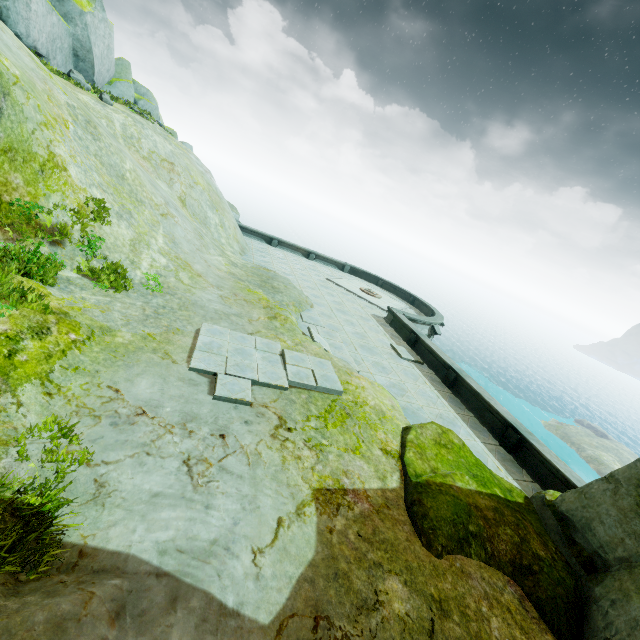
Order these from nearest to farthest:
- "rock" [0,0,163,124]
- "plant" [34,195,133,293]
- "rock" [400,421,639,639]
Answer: "rock" [400,421,639,639] < "plant" [34,195,133,293] < "rock" [0,0,163,124]

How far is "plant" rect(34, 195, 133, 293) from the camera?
8.7m

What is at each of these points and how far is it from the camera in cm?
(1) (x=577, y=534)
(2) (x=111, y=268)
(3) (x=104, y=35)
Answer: (1) rock, 657
(2) plant, 939
(3) rock, 1984

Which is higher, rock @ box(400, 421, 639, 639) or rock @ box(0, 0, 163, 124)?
rock @ box(0, 0, 163, 124)

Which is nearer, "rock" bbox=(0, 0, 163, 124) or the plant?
the plant

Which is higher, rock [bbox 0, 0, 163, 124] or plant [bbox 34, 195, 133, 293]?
rock [bbox 0, 0, 163, 124]

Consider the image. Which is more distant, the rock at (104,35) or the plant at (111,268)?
the rock at (104,35)
